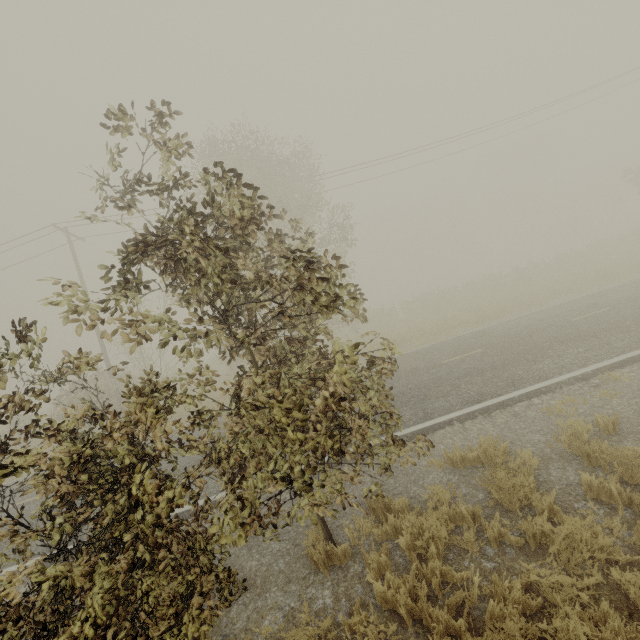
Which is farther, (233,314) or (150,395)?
(233,314)
